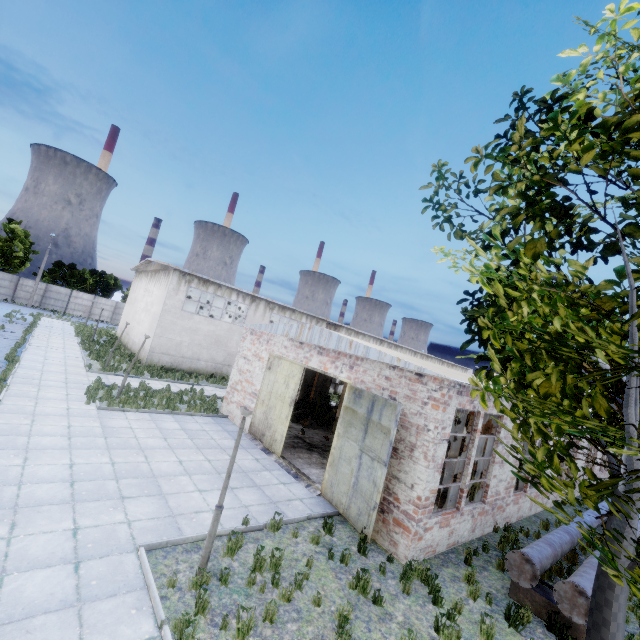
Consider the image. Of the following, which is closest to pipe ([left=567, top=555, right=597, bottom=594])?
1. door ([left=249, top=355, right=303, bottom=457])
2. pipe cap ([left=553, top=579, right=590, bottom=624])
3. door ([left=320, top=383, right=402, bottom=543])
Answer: pipe cap ([left=553, top=579, right=590, bottom=624])

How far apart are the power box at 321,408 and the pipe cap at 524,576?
14.5 meters

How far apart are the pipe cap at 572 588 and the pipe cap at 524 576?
0.3m

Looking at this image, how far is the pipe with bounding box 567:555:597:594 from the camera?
7.28m

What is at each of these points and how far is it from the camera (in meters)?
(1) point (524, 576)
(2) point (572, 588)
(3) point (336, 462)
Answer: (1) pipe cap, 7.72
(2) pipe cap, 7.07
(3) door, 10.77

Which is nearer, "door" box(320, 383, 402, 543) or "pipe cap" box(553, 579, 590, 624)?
"pipe cap" box(553, 579, 590, 624)

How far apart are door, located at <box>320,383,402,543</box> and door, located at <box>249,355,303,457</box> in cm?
198

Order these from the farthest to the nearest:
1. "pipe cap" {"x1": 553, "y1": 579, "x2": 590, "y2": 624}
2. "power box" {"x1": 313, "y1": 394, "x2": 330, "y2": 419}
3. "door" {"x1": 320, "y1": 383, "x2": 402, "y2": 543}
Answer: "power box" {"x1": 313, "y1": 394, "x2": 330, "y2": 419} → "door" {"x1": 320, "y1": 383, "x2": 402, "y2": 543} → "pipe cap" {"x1": 553, "y1": 579, "x2": 590, "y2": 624}
